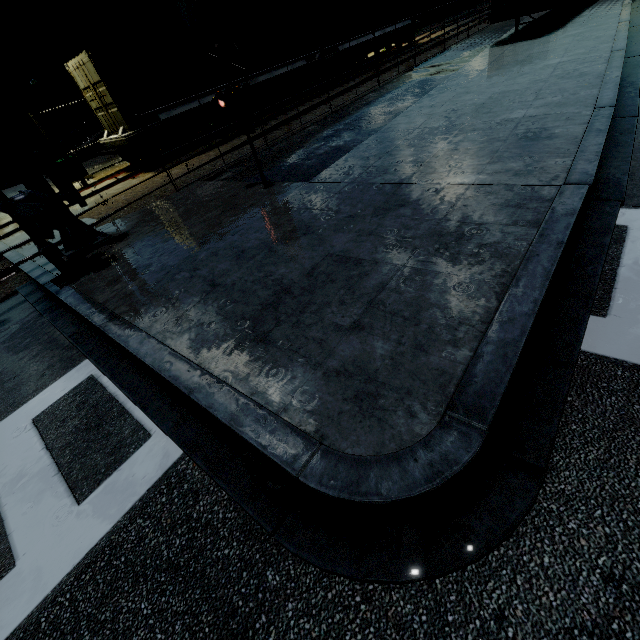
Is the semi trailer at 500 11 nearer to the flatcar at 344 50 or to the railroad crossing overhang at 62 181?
the flatcar at 344 50

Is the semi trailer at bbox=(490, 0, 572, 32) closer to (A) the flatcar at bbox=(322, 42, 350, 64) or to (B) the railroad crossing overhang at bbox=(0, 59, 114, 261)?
(A) the flatcar at bbox=(322, 42, 350, 64)

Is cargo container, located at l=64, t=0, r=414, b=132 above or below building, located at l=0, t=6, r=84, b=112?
below

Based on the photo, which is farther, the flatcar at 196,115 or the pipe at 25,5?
the pipe at 25,5

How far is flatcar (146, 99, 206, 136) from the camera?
13.7 meters

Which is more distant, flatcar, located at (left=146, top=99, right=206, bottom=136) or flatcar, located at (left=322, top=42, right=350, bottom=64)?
flatcar, located at (left=322, top=42, right=350, bottom=64)

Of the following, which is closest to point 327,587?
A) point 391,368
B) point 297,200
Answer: point 391,368

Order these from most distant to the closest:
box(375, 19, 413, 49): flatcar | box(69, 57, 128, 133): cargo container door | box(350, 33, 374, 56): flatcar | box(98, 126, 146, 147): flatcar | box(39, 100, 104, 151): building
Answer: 1. box(39, 100, 104, 151): building
2. box(375, 19, 413, 49): flatcar
3. box(350, 33, 374, 56): flatcar
4. box(98, 126, 146, 147): flatcar
5. box(69, 57, 128, 133): cargo container door
